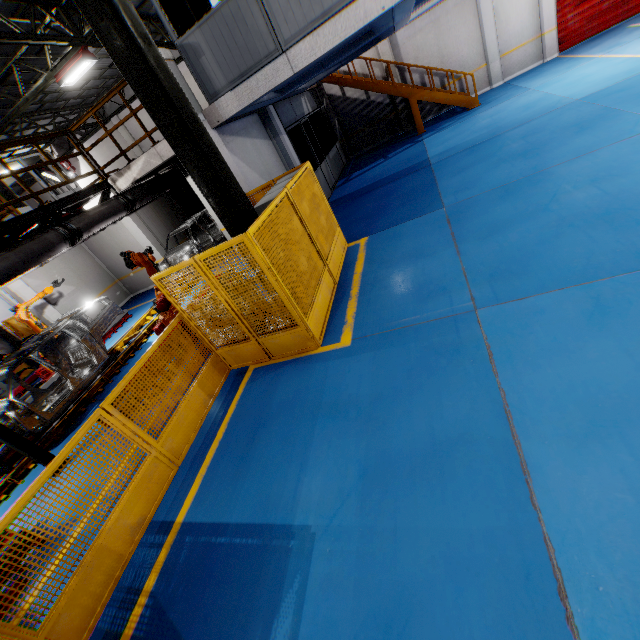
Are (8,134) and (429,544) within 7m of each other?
no

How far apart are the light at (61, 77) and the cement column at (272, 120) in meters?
6.1 m

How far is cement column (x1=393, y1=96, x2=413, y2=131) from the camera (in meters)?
16.02

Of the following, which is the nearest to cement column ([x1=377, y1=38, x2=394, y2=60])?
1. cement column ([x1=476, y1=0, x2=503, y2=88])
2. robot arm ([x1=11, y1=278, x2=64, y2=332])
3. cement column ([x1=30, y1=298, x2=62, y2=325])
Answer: cement column ([x1=476, y1=0, x2=503, y2=88])

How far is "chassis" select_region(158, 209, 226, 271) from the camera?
13.0m

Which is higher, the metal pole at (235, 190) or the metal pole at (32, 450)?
the metal pole at (235, 190)

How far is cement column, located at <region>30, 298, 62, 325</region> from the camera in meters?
12.7

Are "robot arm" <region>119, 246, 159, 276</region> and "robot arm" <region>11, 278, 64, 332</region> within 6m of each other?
yes
